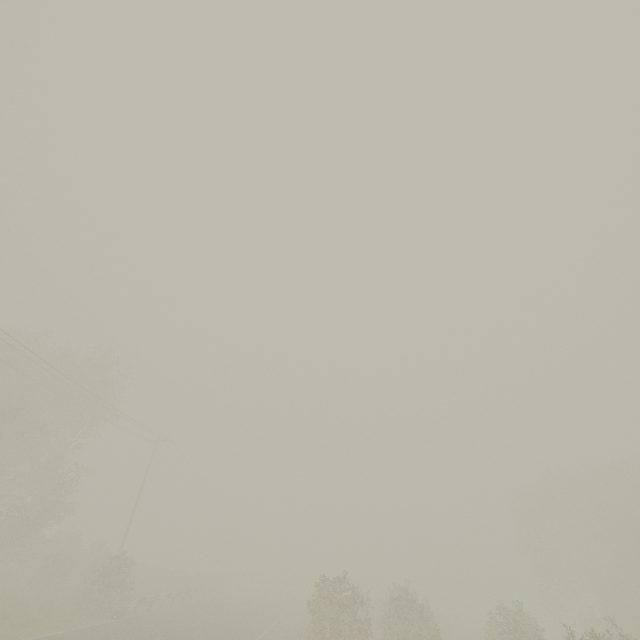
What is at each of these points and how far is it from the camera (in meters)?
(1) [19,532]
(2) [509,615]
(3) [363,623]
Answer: (1) tree, 21.59
(2) tree, 15.85
(3) tree, 15.16

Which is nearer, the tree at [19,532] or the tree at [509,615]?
the tree at [509,615]

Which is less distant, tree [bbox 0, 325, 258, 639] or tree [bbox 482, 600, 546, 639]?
tree [bbox 482, 600, 546, 639]
